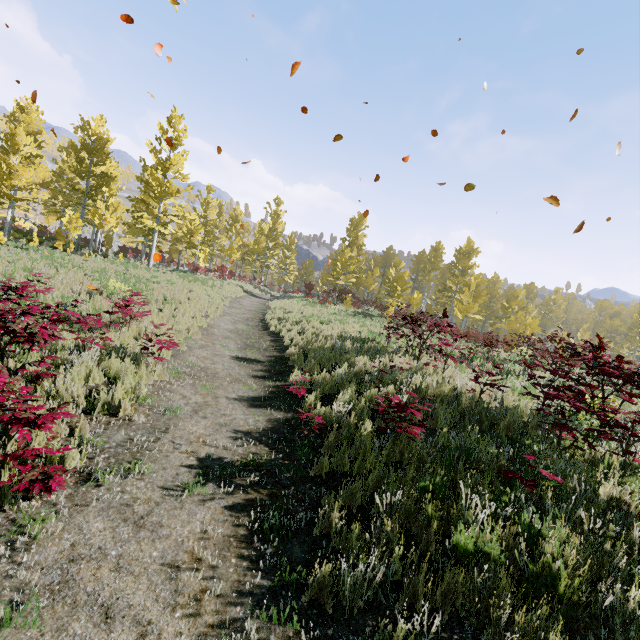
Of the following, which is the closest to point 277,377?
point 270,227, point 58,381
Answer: point 58,381
